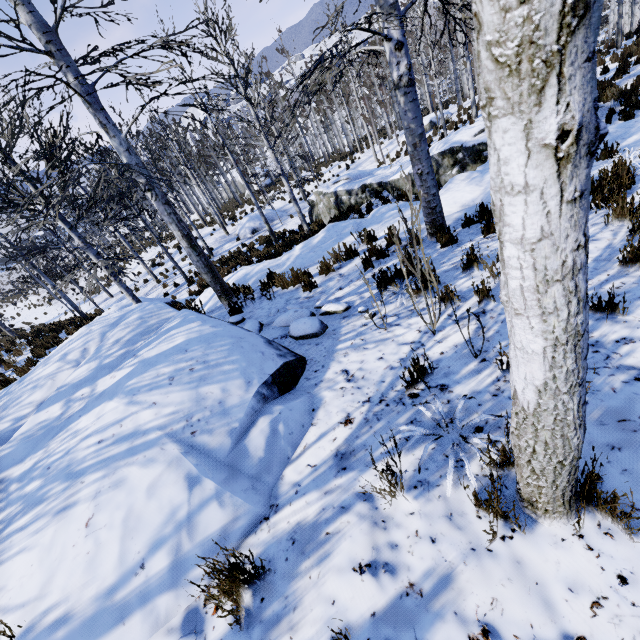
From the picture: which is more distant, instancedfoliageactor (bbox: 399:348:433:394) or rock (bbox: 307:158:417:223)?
rock (bbox: 307:158:417:223)

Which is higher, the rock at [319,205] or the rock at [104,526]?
the rock at [104,526]

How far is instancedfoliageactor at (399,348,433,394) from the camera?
2.6m

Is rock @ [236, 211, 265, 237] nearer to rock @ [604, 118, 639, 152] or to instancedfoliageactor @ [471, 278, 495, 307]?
instancedfoliageactor @ [471, 278, 495, 307]

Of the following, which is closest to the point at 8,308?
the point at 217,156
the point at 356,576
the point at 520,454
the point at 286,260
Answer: the point at 217,156

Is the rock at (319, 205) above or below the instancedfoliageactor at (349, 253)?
below

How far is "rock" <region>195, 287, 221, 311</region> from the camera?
8.61m

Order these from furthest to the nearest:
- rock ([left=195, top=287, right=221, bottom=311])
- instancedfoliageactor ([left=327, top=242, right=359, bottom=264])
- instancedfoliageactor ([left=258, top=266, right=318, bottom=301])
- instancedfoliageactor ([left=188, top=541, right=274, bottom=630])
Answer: rock ([left=195, top=287, right=221, bottom=311]) < instancedfoliageactor ([left=327, top=242, right=359, bottom=264]) < instancedfoliageactor ([left=258, top=266, right=318, bottom=301]) < instancedfoliageactor ([left=188, top=541, right=274, bottom=630])
